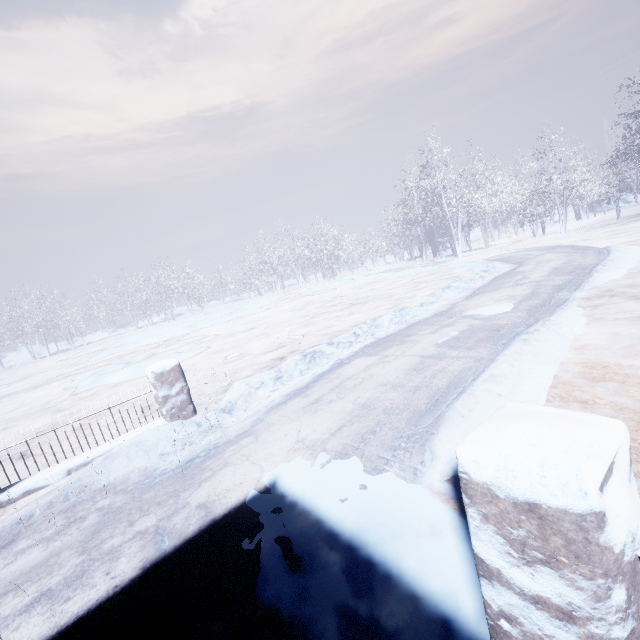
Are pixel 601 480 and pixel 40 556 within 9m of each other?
yes

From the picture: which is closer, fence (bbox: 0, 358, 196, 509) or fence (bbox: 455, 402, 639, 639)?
fence (bbox: 455, 402, 639, 639)

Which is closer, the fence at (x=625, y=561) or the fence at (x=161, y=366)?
the fence at (x=625, y=561)
